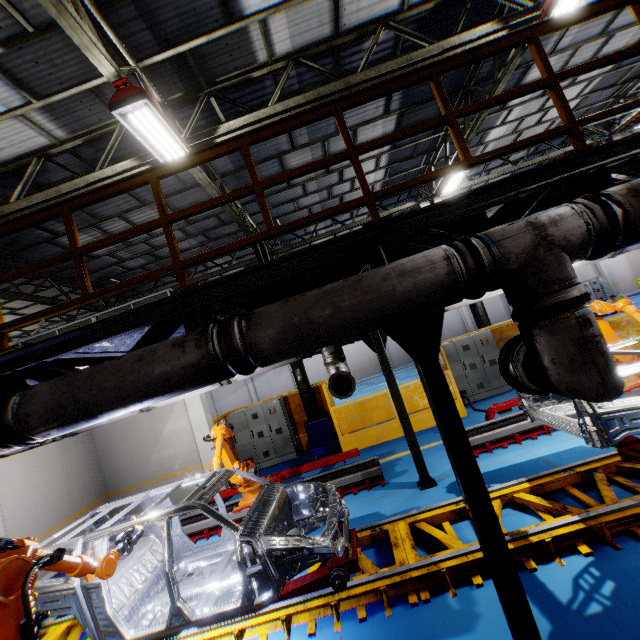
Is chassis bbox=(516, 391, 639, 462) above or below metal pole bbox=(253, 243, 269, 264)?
below

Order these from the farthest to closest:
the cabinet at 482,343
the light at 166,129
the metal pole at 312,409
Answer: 1. the metal pole at 312,409
2. the cabinet at 482,343
3. the light at 166,129

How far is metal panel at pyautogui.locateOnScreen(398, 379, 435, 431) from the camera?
10.0m

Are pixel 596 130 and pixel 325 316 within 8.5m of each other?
no

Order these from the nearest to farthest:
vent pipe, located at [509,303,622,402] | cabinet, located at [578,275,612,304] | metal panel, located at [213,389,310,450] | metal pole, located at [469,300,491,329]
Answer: vent pipe, located at [509,303,622,402] < metal panel, located at [213,389,310,450] < metal pole, located at [469,300,491,329] < cabinet, located at [578,275,612,304]

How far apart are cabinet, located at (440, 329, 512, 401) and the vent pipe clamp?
8.8m

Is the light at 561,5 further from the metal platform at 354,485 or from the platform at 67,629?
the metal platform at 354,485

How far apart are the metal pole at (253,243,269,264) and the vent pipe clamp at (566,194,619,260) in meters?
9.7 m
